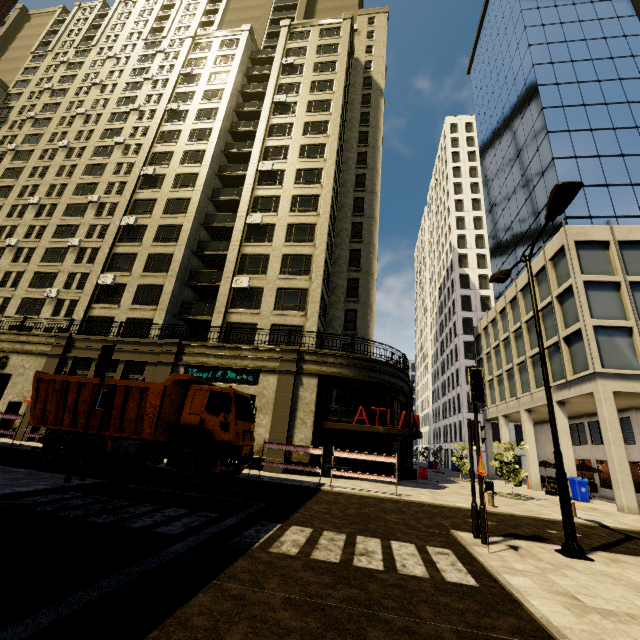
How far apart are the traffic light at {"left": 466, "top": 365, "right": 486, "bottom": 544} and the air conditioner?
19.12m

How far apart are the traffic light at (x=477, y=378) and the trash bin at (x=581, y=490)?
17.9m

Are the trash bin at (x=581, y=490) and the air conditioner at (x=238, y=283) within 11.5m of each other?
no

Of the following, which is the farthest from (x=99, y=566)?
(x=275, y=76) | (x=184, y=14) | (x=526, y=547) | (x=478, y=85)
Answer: (x=184, y=14)

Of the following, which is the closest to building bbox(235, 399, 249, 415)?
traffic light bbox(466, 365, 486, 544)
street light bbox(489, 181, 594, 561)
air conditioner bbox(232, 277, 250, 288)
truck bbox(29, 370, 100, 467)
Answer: air conditioner bbox(232, 277, 250, 288)

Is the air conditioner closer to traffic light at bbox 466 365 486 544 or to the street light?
the street light

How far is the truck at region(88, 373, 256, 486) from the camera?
10.5m

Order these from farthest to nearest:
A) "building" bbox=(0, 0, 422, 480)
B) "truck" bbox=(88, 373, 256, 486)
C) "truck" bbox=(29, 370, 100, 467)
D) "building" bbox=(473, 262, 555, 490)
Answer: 1. "building" bbox=(473, 262, 555, 490)
2. "building" bbox=(0, 0, 422, 480)
3. "truck" bbox=(29, 370, 100, 467)
4. "truck" bbox=(88, 373, 256, 486)
